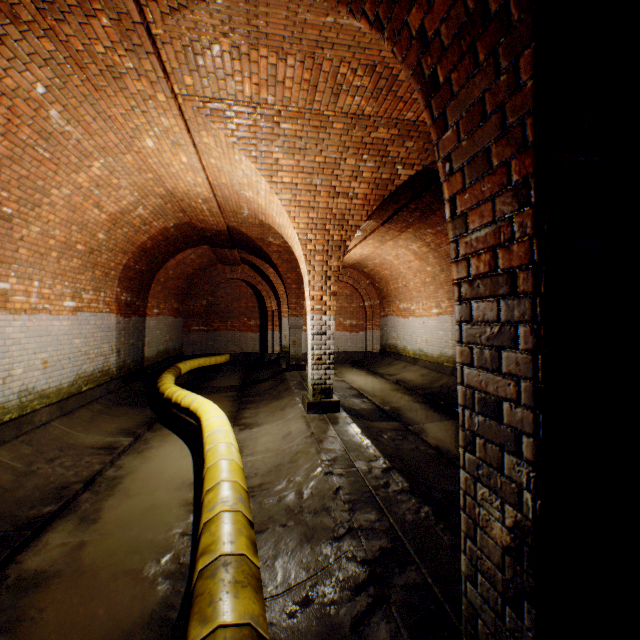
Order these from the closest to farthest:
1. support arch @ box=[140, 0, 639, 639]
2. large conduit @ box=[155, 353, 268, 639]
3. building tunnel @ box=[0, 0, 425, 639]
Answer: support arch @ box=[140, 0, 639, 639] < large conduit @ box=[155, 353, 268, 639] < building tunnel @ box=[0, 0, 425, 639]

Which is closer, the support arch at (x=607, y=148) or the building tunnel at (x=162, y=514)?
the support arch at (x=607, y=148)

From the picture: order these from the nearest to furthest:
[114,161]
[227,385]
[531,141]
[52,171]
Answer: [531,141] → [52,171] → [114,161] → [227,385]

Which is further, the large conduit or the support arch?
the large conduit

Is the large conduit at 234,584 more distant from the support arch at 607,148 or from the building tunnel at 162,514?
the support arch at 607,148

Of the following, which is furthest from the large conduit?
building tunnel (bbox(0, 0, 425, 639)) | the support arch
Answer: the support arch

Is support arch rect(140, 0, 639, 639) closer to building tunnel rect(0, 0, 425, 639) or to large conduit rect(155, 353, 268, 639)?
building tunnel rect(0, 0, 425, 639)
